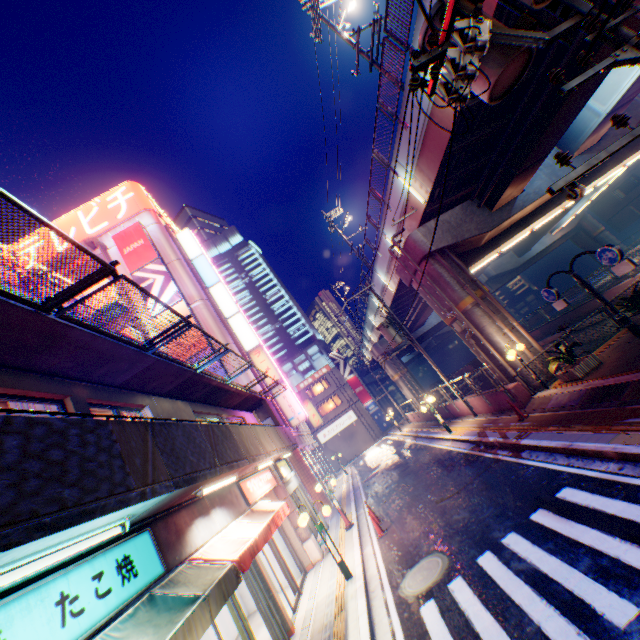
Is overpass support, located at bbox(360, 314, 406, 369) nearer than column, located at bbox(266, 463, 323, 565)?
No

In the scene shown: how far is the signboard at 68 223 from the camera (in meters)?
28.56

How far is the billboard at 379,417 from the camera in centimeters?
4609cm

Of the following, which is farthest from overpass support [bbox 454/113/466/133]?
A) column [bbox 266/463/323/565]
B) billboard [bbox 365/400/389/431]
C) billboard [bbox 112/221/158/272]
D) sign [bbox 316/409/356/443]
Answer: billboard [bbox 112/221/158/272]

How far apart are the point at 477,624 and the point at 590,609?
1.8m

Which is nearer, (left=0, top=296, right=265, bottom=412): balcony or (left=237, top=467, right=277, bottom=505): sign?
(left=0, top=296, right=265, bottom=412): balcony

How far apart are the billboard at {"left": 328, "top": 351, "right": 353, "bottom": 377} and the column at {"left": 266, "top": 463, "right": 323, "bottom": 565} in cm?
3436

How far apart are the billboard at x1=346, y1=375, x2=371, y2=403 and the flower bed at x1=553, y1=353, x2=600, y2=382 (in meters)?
36.10
